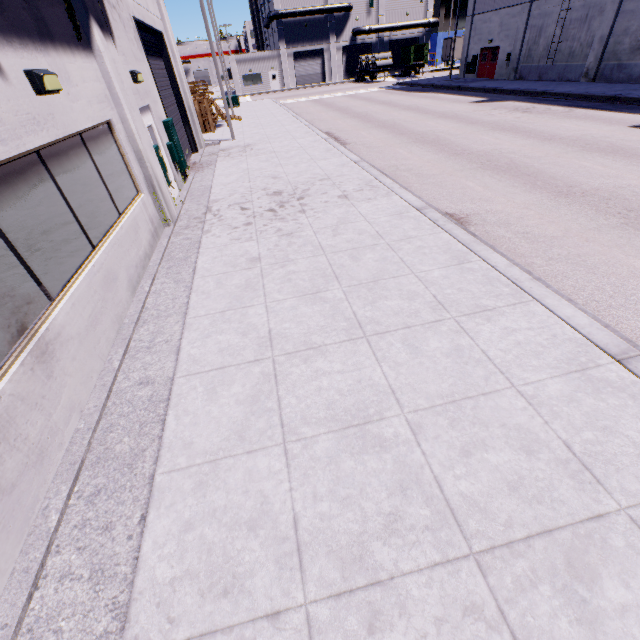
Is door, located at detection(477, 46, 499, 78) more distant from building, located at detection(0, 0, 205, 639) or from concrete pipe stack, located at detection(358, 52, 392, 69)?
concrete pipe stack, located at detection(358, 52, 392, 69)

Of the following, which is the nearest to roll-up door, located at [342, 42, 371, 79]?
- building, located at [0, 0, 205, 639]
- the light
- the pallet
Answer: building, located at [0, 0, 205, 639]

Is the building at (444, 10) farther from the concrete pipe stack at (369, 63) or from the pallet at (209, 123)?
the concrete pipe stack at (369, 63)

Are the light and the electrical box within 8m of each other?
yes

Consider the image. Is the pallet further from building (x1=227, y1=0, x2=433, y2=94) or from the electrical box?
the electrical box

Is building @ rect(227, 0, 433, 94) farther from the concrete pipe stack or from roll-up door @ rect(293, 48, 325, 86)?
the concrete pipe stack

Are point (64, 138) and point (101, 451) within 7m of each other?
yes

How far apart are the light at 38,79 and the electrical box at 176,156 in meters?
6.7
